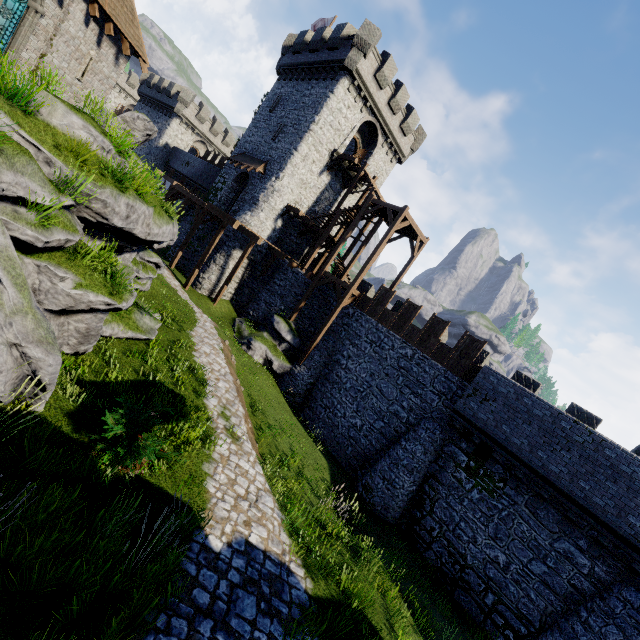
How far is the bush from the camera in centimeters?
604cm

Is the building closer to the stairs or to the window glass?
the stairs

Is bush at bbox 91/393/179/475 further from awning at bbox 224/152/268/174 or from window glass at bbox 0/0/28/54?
awning at bbox 224/152/268/174

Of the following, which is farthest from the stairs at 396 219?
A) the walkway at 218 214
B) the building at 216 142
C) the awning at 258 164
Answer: the awning at 258 164

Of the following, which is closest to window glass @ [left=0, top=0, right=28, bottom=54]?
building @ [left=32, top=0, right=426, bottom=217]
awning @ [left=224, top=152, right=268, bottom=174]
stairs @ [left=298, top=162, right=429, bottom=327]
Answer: awning @ [left=224, top=152, right=268, bottom=174]

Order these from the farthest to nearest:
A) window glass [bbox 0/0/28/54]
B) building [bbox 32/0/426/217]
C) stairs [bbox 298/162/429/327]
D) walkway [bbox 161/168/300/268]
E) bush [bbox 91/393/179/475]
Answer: walkway [bbox 161/168/300/268] → stairs [bbox 298/162/429/327] → building [bbox 32/0/426/217] → window glass [bbox 0/0/28/54] → bush [bbox 91/393/179/475]

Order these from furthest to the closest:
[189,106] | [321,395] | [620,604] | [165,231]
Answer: [189,106] < [321,395] < [165,231] < [620,604]

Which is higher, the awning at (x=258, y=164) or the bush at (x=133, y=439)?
the awning at (x=258, y=164)
